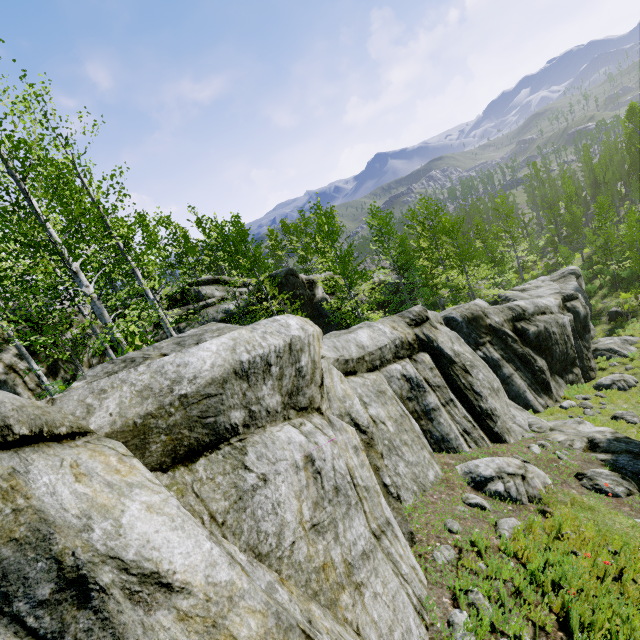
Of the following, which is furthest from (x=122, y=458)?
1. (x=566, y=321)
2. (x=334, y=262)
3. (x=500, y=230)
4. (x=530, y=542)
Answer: (x=500, y=230)

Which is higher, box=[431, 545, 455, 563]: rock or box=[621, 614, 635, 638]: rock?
box=[431, 545, 455, 563]: rock

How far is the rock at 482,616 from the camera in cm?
383

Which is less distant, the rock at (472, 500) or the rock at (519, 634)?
the rock at (519, 634)

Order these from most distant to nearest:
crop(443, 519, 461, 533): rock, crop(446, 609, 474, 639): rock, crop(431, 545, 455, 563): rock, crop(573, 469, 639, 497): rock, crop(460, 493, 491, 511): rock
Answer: crop(573, 469, 639, 497): rock, crop(460, 493, 491, 511): rock, crop(443, 519, 461, 533): rock, crop(431, 545, 455, 563): rock, crop(446, 609, 474, 639): rock

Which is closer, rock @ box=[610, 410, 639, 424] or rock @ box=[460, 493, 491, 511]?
rock @ box=[460, 493, 491, 511]
